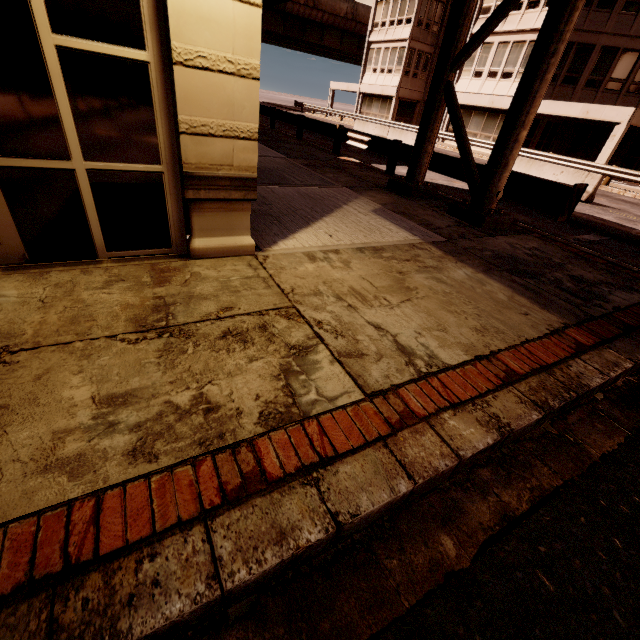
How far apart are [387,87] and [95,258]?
39.7 meters

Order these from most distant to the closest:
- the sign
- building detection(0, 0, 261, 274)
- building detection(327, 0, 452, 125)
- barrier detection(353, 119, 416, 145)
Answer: building detection(327, 0, 452, 125), barrier detection(353, 119, 416, 145), the sign, building detection(0, 0, 261, 274)

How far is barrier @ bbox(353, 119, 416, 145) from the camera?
19.2m

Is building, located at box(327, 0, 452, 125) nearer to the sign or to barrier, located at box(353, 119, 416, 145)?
the sign

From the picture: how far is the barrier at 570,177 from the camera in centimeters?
1209cm

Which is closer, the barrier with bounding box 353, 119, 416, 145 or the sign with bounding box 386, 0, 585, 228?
the sign with bounding box 386, 0, 585, 228

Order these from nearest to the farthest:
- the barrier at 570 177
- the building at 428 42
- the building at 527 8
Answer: the barrier at 570 177
the building at 527 8
the building at 428 42

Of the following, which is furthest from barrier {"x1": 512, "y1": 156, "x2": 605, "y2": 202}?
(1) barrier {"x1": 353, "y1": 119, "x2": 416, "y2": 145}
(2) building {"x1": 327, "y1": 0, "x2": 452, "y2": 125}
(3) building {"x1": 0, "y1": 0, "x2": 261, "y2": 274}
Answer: (3) building {"x1": 0, "y1": 0, "x2": 261, "y2": 274}
